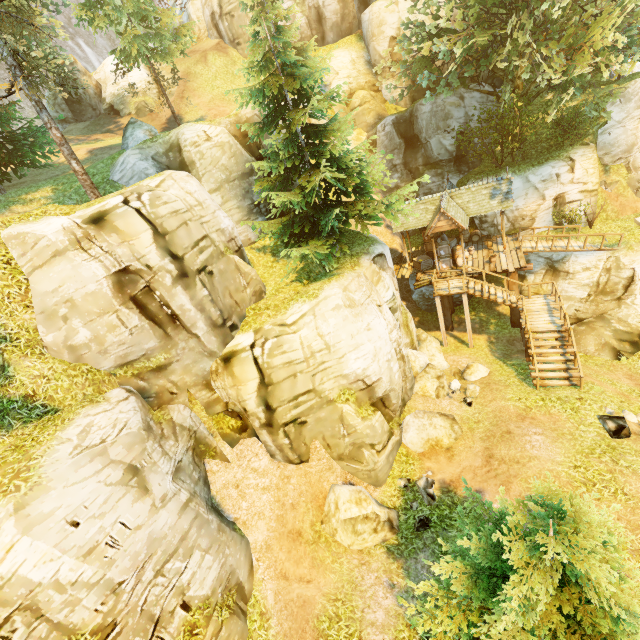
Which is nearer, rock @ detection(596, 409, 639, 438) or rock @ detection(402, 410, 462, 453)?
rock @ detection(596, 409, 639, 438)

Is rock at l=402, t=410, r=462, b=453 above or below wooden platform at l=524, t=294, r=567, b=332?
below

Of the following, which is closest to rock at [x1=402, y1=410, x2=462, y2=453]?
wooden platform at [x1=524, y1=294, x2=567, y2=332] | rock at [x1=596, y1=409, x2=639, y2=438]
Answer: rock at [x1=596, y1=409, x2=639, y2=438]

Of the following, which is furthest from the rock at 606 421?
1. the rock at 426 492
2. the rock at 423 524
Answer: the rock at 423 524

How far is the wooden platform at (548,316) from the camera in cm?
1585

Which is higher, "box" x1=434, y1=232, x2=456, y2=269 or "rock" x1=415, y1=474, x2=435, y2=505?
"box" x1=434, y1=232, x2=456, y2=269

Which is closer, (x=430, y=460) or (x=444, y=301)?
(x=430, y=460)

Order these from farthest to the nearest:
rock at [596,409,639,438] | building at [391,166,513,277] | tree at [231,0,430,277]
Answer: building at [391,166,513,277], tree at [231,0,430,277], rock at [596,409,639,438]
